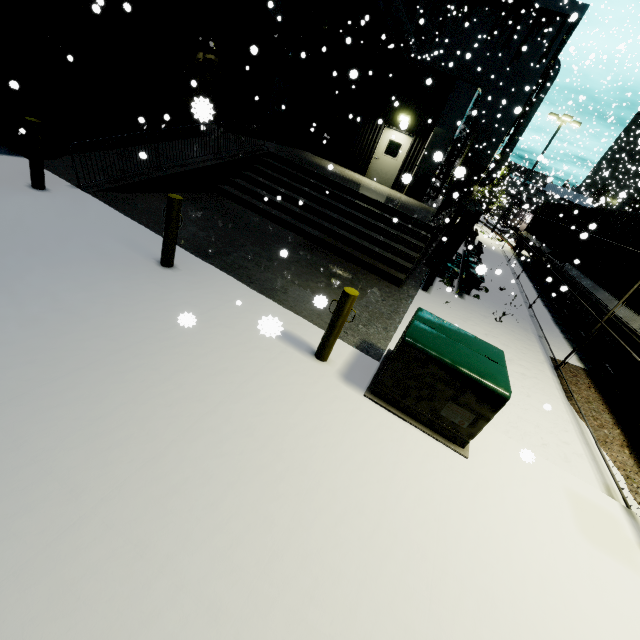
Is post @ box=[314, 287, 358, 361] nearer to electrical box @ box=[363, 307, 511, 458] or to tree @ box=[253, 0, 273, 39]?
electrical box @ box=[363, 307, 511, 458]

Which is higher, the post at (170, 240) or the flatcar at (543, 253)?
the flatcar at (543, 253)

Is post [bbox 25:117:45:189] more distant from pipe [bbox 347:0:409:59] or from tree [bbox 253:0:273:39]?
tree [bbox 253:0:273:39]

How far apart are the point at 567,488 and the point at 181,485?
4.79m

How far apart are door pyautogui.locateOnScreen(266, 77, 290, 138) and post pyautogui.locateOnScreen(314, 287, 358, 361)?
14.2 meters

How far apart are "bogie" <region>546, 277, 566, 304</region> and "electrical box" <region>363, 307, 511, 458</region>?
10.76m

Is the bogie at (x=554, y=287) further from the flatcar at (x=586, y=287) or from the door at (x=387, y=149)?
the door at (x=387, y=149)

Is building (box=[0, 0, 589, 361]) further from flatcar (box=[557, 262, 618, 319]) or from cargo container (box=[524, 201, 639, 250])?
flatcar (box=[557, 262, 618, 319])
